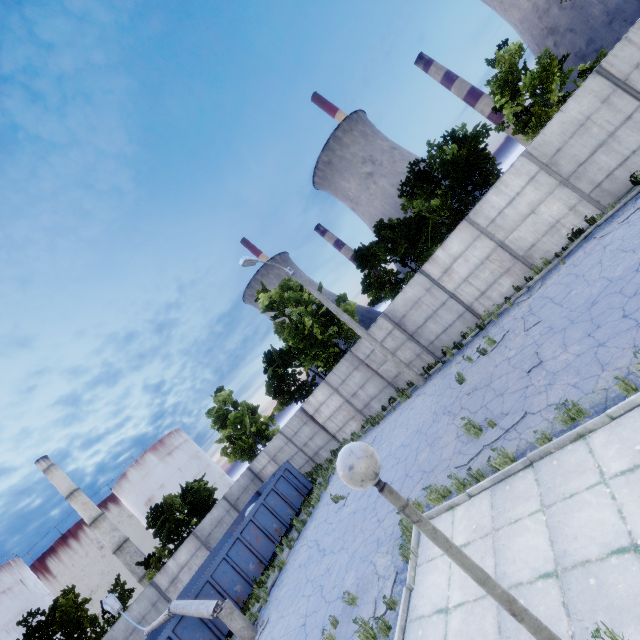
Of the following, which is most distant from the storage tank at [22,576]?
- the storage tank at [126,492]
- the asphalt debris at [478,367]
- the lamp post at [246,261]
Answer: the asphalt debris at [478,367]

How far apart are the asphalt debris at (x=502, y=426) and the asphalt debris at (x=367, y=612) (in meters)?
3.05

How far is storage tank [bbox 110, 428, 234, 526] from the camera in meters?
48.5 m

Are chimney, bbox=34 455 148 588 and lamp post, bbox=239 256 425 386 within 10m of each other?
no

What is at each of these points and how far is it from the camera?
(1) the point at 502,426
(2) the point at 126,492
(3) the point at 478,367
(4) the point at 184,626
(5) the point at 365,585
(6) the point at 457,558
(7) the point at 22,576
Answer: (1) asphalt debris, 7.4 meters
(2) storage tank, 48.9 meters
(3) asphalt debris, 11.1 meters
(4) garbage container, 11.9 meters
(5) asphalt debris, 7.4 meters
(6) lamp post, 2.2 meters
(7) storage tank, 36.3 meters

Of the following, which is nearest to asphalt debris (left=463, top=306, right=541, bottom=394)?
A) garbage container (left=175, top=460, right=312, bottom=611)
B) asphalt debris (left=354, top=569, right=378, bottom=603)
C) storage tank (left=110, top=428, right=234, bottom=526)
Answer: asphalt debris (left=354, top=569, right=378, bottom=603)

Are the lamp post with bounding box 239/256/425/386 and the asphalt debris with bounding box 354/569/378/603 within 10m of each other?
yes

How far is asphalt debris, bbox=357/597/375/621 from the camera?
6.6m
